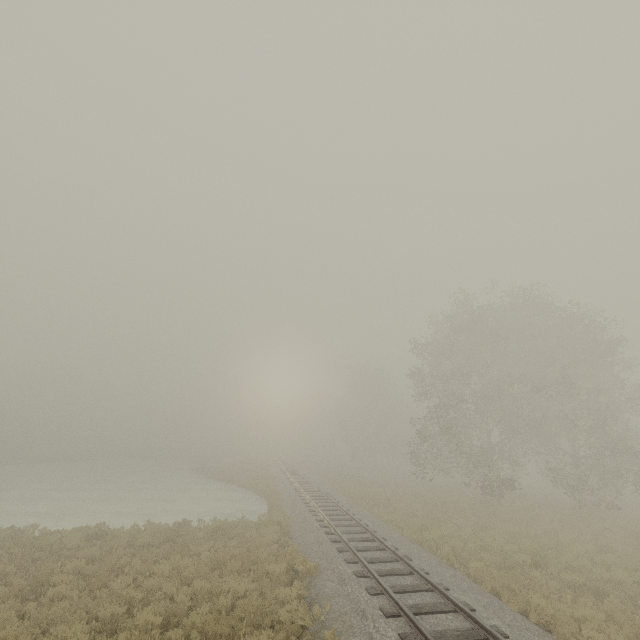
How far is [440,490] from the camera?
30.41m
